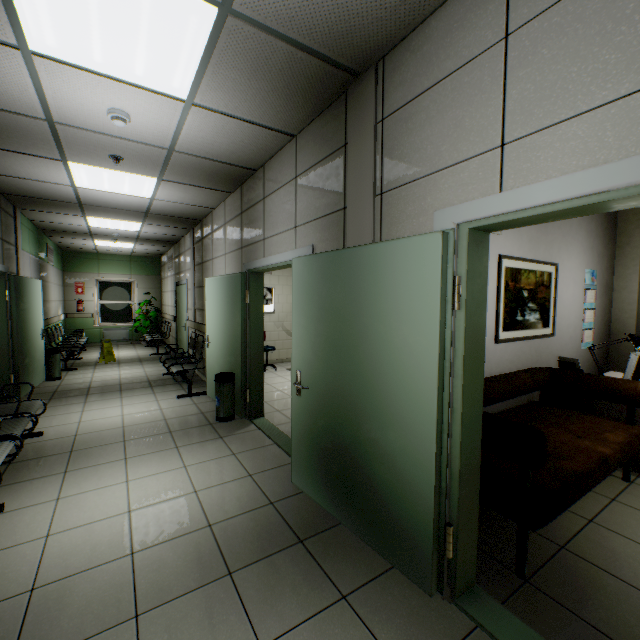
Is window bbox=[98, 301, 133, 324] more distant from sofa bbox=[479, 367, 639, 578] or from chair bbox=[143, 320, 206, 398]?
sofa bbox=[479, 367, 639, 578]

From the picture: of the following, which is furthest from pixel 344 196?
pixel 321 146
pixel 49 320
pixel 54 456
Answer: pixel 49 320

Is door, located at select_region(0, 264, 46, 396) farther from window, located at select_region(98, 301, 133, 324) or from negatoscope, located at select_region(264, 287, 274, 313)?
window, located at select_region(98, 301, 133, 324)

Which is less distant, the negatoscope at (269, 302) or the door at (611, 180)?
the door at (611, 180)

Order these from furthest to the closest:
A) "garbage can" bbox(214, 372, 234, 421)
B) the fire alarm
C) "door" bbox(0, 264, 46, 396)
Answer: "door" bbox(0, 264, 46, 396) < "garbage can" bbox(214, 372, 234, 421) < the fire alarm

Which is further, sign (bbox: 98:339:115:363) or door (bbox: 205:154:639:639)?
sign (bbox: 98:339:115:363)

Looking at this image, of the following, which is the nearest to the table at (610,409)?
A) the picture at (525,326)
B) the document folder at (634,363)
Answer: the document folder at (634,363)

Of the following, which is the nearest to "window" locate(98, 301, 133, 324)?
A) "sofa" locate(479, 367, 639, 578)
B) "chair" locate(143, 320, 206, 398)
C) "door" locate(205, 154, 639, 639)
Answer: "chair" locate(143, 320, 206, 398)
